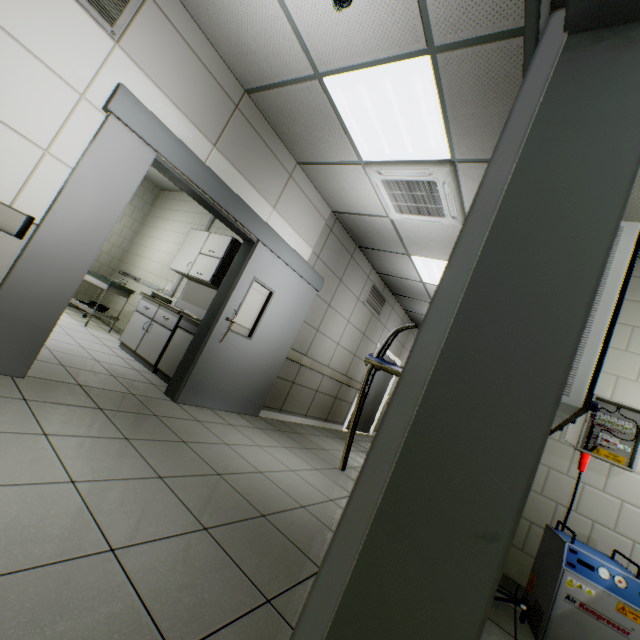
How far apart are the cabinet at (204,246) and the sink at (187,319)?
0.6m

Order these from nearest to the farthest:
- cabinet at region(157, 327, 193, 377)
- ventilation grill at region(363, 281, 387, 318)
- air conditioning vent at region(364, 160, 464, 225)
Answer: air conditioning vent at region(364, 160, 464, 225)
cabinet at region(157, 327, 193, 377)
ventilation grill at region(363, 281, 387, 318)

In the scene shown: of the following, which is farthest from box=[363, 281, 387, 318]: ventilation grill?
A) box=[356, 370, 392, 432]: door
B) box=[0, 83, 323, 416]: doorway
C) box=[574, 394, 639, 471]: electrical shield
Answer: box=[574, 394, 639, 471]: electrical shield

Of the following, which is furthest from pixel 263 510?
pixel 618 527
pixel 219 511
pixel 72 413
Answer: pixel 618 527

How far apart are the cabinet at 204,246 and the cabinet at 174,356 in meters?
0.8 m

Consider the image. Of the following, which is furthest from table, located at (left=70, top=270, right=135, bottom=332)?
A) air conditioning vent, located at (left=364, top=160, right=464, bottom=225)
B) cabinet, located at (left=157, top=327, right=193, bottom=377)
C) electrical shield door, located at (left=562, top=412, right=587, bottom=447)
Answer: electrical shield door, located at (left=562, top=412, right=587, bottom=447)

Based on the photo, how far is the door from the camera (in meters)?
7.97

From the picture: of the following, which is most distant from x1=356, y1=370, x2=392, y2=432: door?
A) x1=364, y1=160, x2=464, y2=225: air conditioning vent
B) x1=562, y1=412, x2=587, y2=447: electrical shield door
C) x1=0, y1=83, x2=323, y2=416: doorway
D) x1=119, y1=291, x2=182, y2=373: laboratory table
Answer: x1=562, y1=412, x2=587, y2=447: electrical shield door
